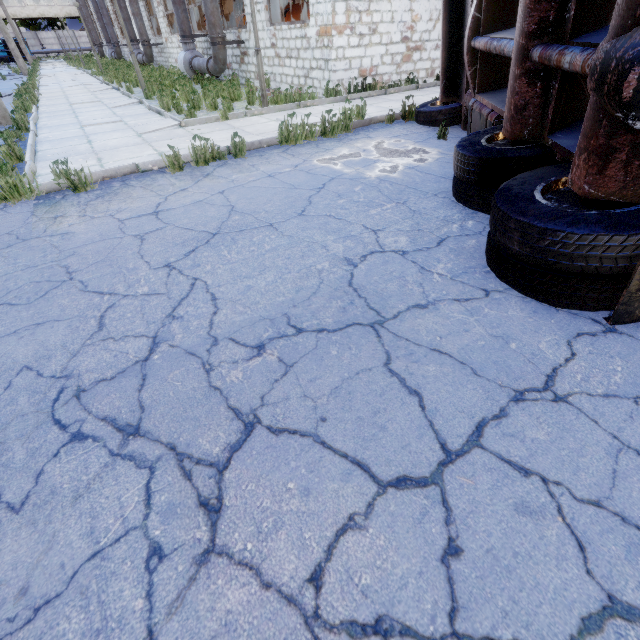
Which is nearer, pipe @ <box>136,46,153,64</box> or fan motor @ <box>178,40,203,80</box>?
fan motor @ <box>178,40,203,80</box>

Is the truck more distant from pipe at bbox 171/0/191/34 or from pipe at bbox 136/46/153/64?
pipe at bbox 136/46/153/64

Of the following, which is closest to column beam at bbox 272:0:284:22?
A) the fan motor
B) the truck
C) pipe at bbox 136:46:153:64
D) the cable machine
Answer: the cable machine

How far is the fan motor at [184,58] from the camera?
15.1m

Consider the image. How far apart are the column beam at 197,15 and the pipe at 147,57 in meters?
5.7

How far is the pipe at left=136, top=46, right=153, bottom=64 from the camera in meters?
21.3 m

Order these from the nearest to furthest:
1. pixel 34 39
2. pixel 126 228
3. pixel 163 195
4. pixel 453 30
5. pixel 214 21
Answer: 1. pixel 126 228
2. pixel 163 195
3. pixel 453 30
4. pixel 214 21
5. pixel 34 39

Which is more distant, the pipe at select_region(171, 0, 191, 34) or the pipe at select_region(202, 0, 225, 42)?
the pipe at select_region(171, 0, 191, 34)
